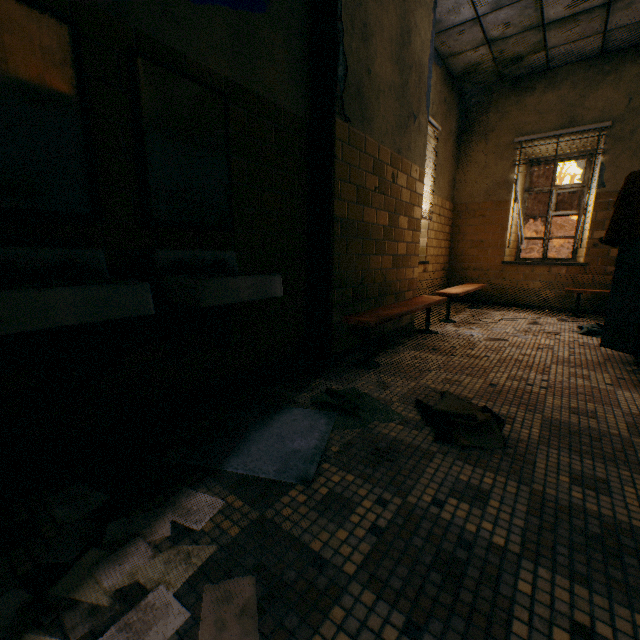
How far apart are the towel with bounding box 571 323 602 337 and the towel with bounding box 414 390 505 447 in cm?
299

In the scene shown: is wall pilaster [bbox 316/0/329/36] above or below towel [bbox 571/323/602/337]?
above

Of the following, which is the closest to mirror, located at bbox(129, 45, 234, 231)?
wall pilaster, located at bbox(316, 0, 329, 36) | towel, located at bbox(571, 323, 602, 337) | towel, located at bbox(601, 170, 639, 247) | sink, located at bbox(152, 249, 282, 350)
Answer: sink, located at bbox(152, 249, 282, 350)

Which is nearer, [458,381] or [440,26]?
[458,381]

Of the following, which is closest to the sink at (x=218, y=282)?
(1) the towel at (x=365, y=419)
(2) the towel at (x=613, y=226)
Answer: (1) the towel at (x=365, y=419)

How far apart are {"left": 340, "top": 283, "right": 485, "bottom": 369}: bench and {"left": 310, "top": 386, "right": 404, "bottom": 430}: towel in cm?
55

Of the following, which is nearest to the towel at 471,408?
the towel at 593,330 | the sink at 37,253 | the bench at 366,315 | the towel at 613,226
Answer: the bench at 366,315

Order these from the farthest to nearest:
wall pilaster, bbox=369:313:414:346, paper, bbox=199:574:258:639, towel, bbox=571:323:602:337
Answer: towel, bbox=571:323:602:337
wall pilaster, bbox=369:313:414:346
paper, bbox=199:574:258:639
